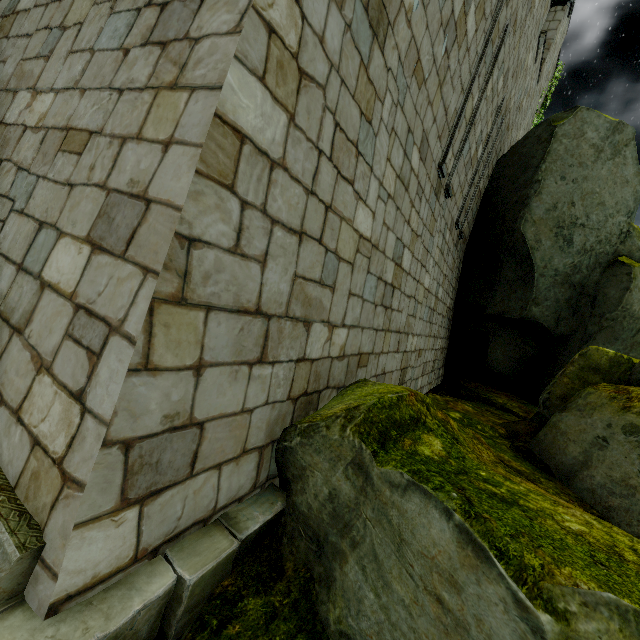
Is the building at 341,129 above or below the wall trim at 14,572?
above

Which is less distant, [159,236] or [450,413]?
[159,236]

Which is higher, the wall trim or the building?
the building
